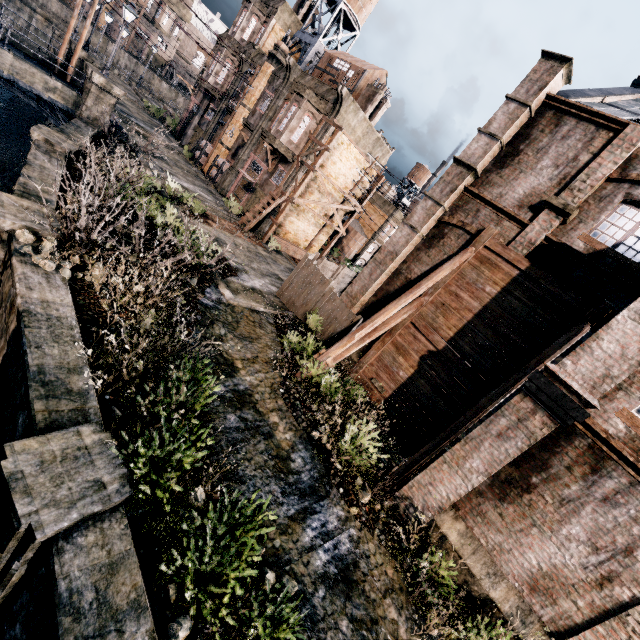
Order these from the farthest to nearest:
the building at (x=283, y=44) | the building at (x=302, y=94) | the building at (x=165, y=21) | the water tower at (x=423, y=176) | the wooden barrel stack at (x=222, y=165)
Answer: the building at (x=165, y=21), the water tower at (x=423, y=176), the wooden barrel stack at (x=222, y=165), the building at (x=283, y=44), the building at (x=302, y=94)

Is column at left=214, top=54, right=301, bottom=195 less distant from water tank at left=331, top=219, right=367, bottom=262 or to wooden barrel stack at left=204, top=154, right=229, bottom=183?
wooden barrel stack at left=204, top=154, right=229, bottom=183

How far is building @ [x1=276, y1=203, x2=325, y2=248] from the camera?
27.1 meters

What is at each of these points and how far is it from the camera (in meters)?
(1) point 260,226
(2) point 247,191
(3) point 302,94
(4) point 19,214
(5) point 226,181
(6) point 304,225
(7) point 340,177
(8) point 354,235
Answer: (1) column, 25.89
(2) building, 28.78
(3) building, 23.70
(4) column, 9.20
(5) column, 29.19
(6) building, 28.77
(7) building, 27.27
(8) water tank, 43.62

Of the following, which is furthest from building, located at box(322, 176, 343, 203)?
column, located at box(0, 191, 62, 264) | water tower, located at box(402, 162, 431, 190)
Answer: water tower, located at box(402, 162, 431, 190)

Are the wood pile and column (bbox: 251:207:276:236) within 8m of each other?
yes

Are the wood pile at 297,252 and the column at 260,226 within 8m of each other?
yes

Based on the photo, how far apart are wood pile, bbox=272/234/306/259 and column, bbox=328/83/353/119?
9.5 meters
